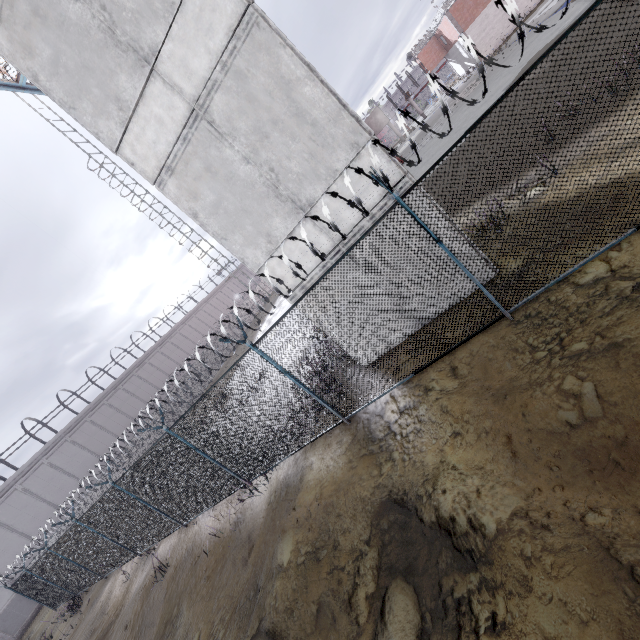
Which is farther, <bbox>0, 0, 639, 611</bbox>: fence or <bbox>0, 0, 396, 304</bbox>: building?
<bbox>0, 0, 396, 304</bbox>: building

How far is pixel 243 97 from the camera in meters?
6.2 m

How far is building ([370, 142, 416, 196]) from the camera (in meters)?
6.33

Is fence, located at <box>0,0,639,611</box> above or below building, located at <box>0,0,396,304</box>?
below

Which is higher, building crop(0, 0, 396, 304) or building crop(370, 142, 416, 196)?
building crop(0, 0, 396, 304)

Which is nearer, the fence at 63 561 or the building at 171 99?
the fence at 63 561
